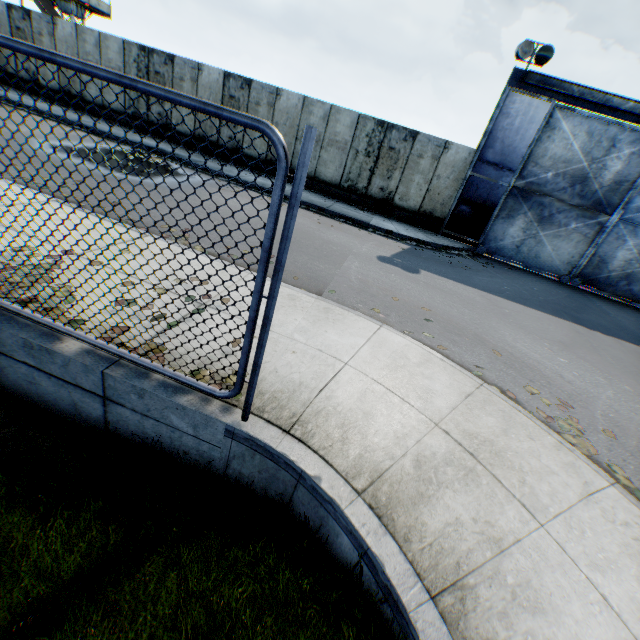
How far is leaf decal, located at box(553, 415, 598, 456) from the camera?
4.0 meters

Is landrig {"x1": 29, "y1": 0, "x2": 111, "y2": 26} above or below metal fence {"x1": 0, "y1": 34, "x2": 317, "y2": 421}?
above

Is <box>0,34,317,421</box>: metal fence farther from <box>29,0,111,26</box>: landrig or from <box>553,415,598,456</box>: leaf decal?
<box>29,0,111,26</box>: landrig

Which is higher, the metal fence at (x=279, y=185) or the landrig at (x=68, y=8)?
the landrig at (x=68, y=8)

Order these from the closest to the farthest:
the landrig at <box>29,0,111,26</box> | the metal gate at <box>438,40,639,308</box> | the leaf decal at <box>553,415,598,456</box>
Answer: the leaf decal at <box>553,415,598,456</box> → the metal gate at <box>438,40,639,308</box> → the landrig at <box>29,0,111,26</box>

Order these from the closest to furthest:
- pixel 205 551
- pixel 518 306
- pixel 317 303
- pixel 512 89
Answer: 1. pixel 205 551
2. pixel 317 303
3. pixel 518 306
4. pixel 512 89

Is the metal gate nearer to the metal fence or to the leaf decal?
the leaf decal

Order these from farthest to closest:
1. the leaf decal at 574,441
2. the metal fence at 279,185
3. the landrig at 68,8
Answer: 1. the landrig at 68,8
2. the leaf decal at 574,441
3. the metal fence at 279,185
